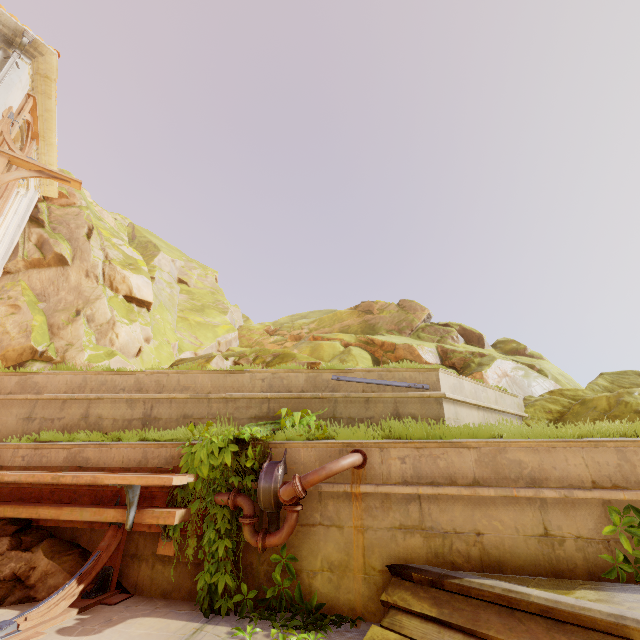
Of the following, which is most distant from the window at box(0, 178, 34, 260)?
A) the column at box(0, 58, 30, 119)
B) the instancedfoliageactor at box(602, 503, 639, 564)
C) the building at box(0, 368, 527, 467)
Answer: the instancedfoliageactor at box(602, 503, 639, 564)

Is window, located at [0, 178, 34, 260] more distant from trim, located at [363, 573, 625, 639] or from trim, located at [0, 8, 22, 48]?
trim, located at [363, 573, 625, 639]

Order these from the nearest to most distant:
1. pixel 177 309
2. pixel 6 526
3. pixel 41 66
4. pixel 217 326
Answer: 1. pixel 6 526
2. pixel 41 66
3. pixel 177 309
4. pixel 217 326

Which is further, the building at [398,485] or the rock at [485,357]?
the rock at [485,357]

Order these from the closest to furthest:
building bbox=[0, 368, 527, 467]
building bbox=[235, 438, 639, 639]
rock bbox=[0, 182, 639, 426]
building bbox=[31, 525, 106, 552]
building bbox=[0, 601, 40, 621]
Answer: building bbox=[235, 438, 639, 639] < building bbox=[0, 601, 40, 621] < building bbox=[31, 525, 106, 552] < building bbox=[0, 368, 527, 467] < rock bbox=[0, 182, 639, 426]

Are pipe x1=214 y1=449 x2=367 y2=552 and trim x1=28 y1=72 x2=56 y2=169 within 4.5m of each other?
no

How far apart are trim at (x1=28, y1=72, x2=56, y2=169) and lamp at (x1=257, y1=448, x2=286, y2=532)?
12.2m

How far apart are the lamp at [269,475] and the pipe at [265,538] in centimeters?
5cm
